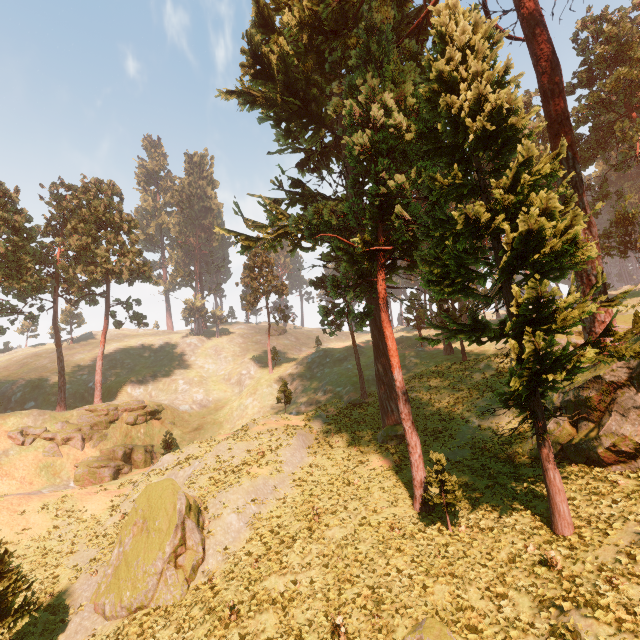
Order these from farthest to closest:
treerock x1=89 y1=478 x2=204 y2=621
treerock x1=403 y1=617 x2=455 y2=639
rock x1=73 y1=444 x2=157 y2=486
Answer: rock x1=73 y1=444 x2=157 y2=486 → treerock x1=89 y1=478 x2=204 y2=621 → treerock x1=403 y1=617 x2=455 y2=639

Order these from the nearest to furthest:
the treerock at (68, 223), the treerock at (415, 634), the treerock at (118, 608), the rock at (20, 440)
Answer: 1. the treerock at (415, 634)
2. the treerock at (118, 608)
3. the rock at (20, 440)
4. the treerock at (68, 223)

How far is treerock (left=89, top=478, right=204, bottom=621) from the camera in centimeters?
1523cm

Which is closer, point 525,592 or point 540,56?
point 525,592

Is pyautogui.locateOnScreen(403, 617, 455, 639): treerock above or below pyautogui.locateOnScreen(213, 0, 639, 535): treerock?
below

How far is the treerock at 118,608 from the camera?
15.2 meters

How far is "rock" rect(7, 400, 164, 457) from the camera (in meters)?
33.84

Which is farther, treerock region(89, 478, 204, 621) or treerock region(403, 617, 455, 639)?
treerock region(89, 478, 204, 621)
